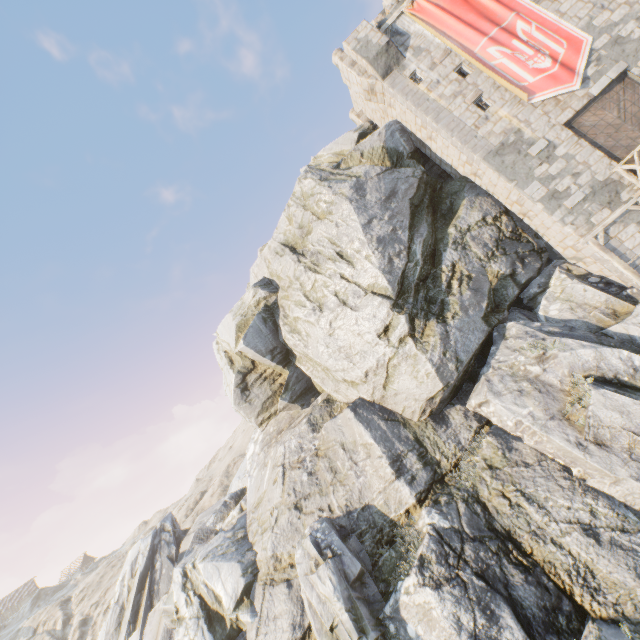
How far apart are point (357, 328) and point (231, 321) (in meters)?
10.04

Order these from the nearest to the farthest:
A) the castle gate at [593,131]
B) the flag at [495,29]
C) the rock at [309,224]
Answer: the rock at [309,224], the castle gate at [593,131], the flag at [495,29]

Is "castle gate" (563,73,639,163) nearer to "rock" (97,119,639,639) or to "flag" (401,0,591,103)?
"flag" (401,0,591,103)

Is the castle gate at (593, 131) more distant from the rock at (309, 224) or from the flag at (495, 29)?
the rock at (309, 224)

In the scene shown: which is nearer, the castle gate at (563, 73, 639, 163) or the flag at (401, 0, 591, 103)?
the castle gate at (563, 73, 639, 163)

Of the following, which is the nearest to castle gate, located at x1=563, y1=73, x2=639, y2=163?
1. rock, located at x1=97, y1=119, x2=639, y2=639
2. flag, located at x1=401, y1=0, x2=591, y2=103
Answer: flag, located at x1=401, y1=0, x2=591, y2=103

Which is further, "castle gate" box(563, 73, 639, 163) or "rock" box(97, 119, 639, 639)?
"castle gate" box(563, 73, 639, 163)
